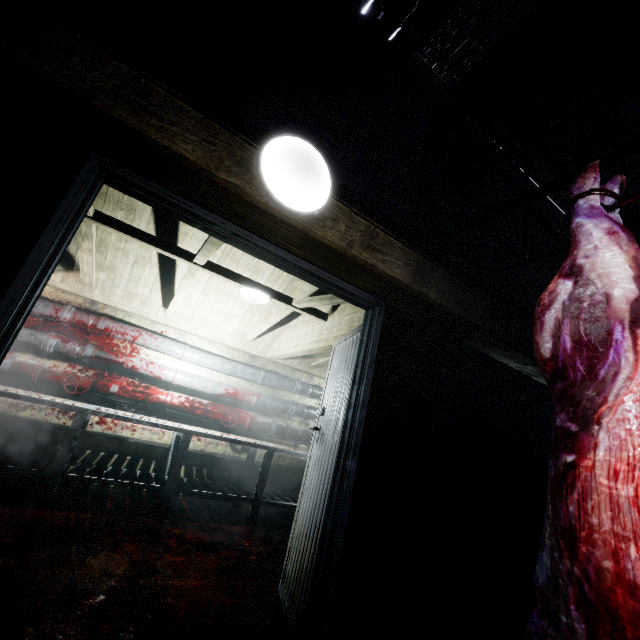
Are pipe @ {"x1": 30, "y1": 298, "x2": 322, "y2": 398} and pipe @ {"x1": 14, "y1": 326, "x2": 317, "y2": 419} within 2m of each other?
yes

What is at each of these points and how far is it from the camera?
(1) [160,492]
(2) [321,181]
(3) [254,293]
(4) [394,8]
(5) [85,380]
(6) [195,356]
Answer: (1) table, 3.7m
(2) light, 1.3m
(3) light, 3.1m
(4) pipe, 2.3m
(5) pipe, 3.6m
(6) pipe, 4.2m

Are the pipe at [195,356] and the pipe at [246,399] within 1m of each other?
yes

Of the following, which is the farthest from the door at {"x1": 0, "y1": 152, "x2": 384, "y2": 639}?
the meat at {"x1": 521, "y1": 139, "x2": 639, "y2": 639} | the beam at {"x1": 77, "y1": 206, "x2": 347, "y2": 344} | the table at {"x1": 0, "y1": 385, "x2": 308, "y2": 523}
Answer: the table at {"x1": 0, "y1": 385, "x2": 308, "y2": 523}

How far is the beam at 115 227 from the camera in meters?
2.6 m

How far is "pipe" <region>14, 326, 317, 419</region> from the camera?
3.5 meters

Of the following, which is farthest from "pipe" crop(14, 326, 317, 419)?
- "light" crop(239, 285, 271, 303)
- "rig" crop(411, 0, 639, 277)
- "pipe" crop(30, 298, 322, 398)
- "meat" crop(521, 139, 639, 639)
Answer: "meat" crop(521, 139, 639, 639)

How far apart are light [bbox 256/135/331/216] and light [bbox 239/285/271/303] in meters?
1.8
